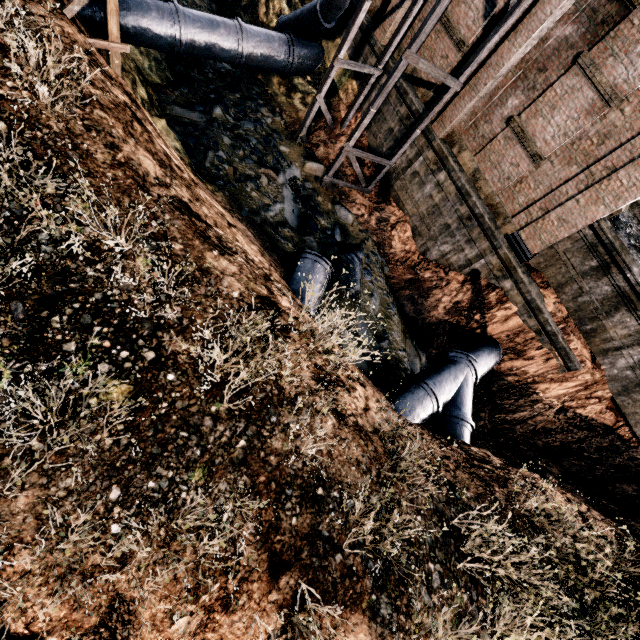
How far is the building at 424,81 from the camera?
15.2m

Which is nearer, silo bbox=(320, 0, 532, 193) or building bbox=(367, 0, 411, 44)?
silo bbox=(320, 0, 532, 193)

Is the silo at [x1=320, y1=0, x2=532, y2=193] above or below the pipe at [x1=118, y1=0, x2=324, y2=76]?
above

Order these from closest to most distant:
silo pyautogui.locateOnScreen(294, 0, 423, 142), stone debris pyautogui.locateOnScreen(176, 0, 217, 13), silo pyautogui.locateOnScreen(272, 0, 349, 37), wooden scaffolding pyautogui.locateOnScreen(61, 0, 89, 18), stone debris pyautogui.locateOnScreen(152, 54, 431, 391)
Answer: wooden scaffolding pyautogui.locateOnScreen(61, 0, 89, 18) < silo pyautogui.locateOnScreen(294, 0, 423, 142) < stone debris pyautogui.locateOnScreen(152, 54, 431, 391) < silo pyautogui.locateOnScreen(272, 0, 349, 37) < stone debris pyautogui.locateOnScreen(176, 0, 217, 13)

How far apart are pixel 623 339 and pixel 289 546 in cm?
1506

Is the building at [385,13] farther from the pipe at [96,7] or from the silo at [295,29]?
the pipe at [96,7]

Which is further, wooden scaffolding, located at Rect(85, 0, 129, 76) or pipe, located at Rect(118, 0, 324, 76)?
pipe, located at Rect(118, 0, 324, 76)

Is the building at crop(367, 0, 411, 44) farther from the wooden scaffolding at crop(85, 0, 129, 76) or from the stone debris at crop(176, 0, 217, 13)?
the wooden scaffolding at crop(85, 0, 129, 76)
